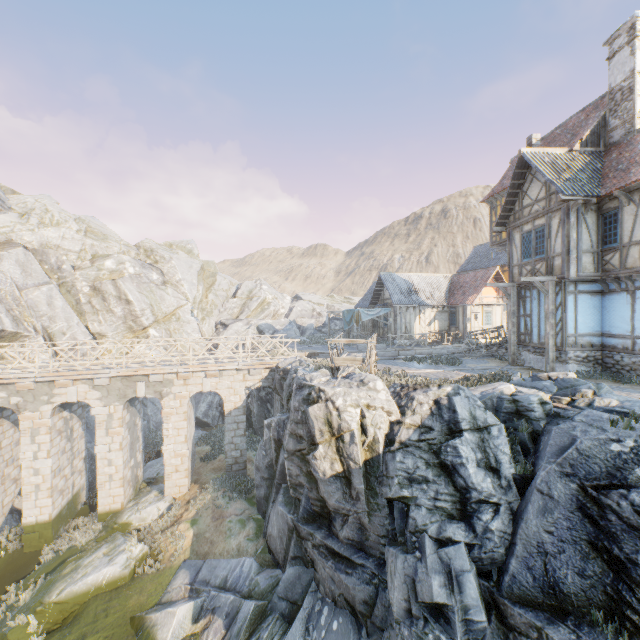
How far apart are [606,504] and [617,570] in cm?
111

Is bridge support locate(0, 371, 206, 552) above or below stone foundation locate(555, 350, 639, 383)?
below

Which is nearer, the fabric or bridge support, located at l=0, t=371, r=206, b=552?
bridge support, located at l=0, t=371, r=206, b=552

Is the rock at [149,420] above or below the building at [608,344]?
below

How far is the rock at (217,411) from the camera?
27.94m

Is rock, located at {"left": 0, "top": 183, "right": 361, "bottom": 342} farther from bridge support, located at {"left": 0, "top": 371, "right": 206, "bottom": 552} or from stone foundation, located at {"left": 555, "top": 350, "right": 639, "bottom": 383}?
stone foundation, located at {"left": 555, "top": 350, "right": 639, "bottom": 383}

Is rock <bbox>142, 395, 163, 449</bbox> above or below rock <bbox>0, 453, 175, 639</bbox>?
above

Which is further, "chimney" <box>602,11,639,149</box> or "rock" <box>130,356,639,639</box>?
"chimney" <box>602,11,639,149</box>
